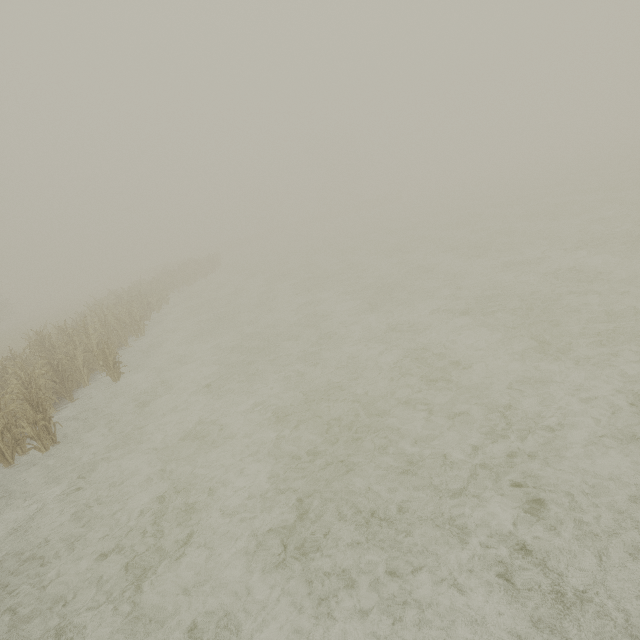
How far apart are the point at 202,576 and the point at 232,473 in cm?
170
